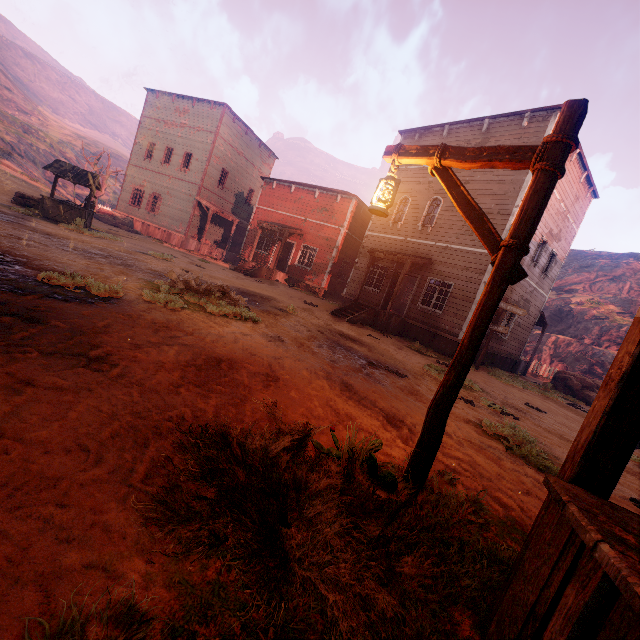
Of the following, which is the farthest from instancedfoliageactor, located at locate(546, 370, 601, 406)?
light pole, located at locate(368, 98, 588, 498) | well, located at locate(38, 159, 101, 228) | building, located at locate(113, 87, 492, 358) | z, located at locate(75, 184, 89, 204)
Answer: z, located at locate(75, 184, 89, 204)

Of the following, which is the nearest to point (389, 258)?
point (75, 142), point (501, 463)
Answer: point (501, 463)

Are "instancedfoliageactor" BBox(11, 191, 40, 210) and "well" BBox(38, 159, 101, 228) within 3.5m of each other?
yes

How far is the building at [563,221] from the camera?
15.51m

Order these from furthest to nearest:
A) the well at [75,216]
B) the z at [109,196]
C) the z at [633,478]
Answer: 1. the z at [109,196]
2. the well at [75,216]
3. the z at [633,478]

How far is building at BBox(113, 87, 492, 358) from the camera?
15.12m

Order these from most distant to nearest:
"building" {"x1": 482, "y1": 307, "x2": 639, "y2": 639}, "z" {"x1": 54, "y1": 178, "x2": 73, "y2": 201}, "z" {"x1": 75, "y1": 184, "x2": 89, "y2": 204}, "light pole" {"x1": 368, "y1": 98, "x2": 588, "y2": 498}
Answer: "z" {"x1": 75, "y1": 184, "x2": 89, "y2": 204}, "z" {"x1": 54, "y1": 178, "x2": 73, "y2": 201}, "light pole" {"x1": 368, "y1": 98, "x2": 588, "y2": 498}, "building" {"x1": 482, "y1": 307, "x2": 639, "y2": 639}
